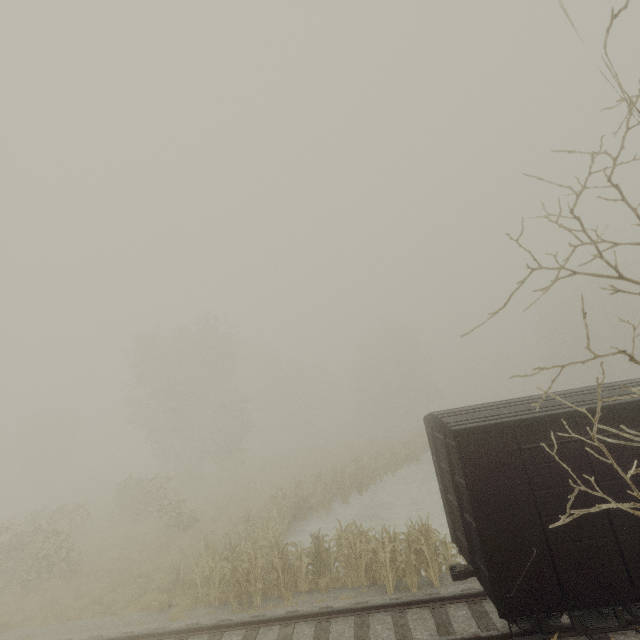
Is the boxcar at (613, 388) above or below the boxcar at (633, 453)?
above

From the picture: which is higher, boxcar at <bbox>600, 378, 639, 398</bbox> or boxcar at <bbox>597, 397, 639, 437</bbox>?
boxcar at <bbox>600, 378, 639, 398</bbox>

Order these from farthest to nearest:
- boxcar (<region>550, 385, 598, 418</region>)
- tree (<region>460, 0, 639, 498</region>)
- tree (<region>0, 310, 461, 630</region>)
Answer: tree (<region>0, 310, 461, 630</region>), boxcar (<region>550, 385, 598, 418</region>), tree (<region>460, 0, 639, 498</region>)

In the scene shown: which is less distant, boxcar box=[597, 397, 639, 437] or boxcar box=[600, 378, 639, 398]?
boxcar box=[597, 397, 639, 437]

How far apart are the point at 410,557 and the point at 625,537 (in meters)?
5.52

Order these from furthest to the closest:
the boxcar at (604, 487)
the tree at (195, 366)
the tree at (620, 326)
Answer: the tree at (195, 366)
the boxcar at (604, 487)
the tree at (620, 326)

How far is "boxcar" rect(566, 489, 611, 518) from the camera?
6.67m
